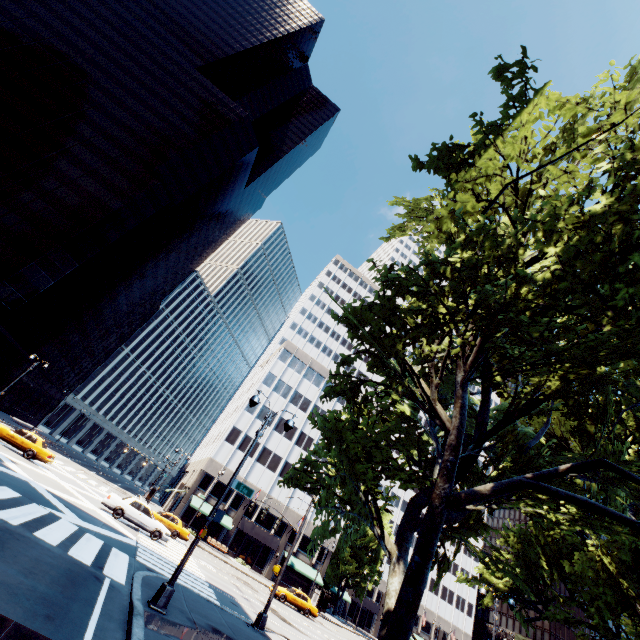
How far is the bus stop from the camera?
40.5 meters

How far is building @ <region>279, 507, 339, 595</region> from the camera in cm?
4631

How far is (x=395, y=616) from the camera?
9.9 meters

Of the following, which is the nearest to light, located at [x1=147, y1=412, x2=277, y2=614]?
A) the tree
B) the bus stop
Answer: the tree

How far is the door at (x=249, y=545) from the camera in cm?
4550

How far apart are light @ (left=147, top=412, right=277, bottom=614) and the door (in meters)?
42.91

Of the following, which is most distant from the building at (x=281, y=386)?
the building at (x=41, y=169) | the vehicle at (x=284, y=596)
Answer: the building at (x=41, y=169)

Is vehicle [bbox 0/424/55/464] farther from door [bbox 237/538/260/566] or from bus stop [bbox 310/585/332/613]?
bus stop [bbox 310/585/332/613]
